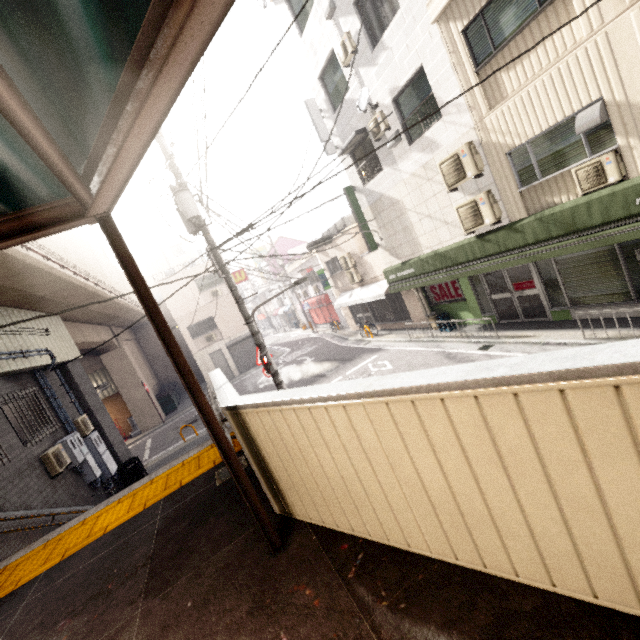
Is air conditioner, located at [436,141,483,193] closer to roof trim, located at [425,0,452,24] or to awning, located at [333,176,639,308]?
awning, located at [333,176,639,308]

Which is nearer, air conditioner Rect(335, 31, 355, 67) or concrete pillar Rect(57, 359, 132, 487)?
air conditioner Rect(335, 31, 355, 67)

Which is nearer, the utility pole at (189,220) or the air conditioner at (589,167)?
the air conditioner at (589,167)

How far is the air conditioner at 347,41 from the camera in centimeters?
1014cm

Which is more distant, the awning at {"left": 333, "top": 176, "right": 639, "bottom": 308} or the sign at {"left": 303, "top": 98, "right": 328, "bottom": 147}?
the sign at {"left": 303, "top": 98, "right": 328, "bottom": 147}

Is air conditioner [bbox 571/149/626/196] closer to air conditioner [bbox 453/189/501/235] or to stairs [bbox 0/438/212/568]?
air conditioner [bbox 453/189/501/235]

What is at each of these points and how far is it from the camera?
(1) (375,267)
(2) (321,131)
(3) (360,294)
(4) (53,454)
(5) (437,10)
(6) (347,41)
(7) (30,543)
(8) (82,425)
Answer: (1) balcony, 16.4 meters
(2) sign, 13.1 meters
(3) awning, 17.8 meters
(4) air conditioner, 7.8 meters
(5) roof trim, 7.7 meters
(6) air conditioner, 10.2 meters
(7) stairs, 5.9 meters
(8) air conditioner, 10.0 meters

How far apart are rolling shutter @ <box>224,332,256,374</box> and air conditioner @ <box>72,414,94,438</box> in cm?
1404
